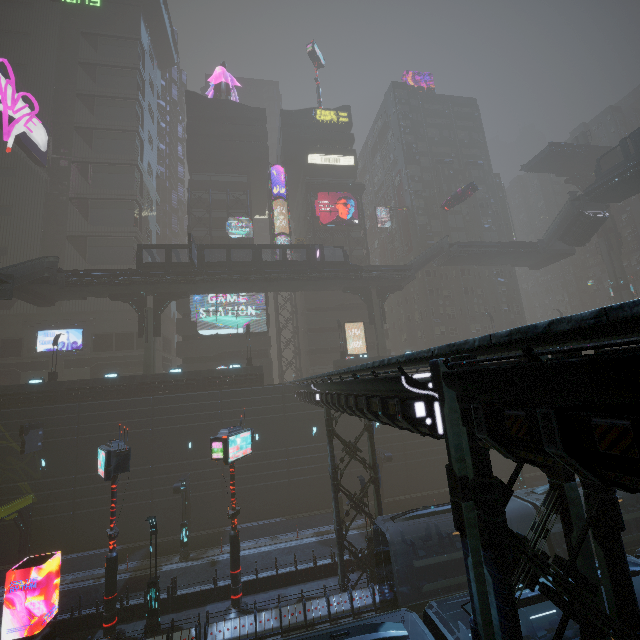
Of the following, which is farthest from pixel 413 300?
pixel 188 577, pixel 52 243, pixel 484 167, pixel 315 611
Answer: pixel 52 243

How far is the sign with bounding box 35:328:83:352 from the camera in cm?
4175

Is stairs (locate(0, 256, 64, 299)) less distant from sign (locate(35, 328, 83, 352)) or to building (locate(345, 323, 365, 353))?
building (locate(345, 323, 365, 353))

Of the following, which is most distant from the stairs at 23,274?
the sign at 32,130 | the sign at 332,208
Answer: the sign at 332,208

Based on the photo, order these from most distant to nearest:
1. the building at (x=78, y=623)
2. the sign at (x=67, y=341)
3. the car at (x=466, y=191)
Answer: the sign at (x=67, y=341) → the car at (x=466, y=191) → the building at (x=78, y=623)

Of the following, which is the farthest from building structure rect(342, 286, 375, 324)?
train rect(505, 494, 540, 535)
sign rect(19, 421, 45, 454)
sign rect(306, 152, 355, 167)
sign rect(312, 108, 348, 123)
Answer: sign rect(19, 421, 45, 454)

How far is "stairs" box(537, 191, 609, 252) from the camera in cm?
3778

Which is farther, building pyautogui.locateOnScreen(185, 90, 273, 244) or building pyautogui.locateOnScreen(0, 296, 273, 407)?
building pyautogui.locateOnScreen(185, 90, 273, 244)
